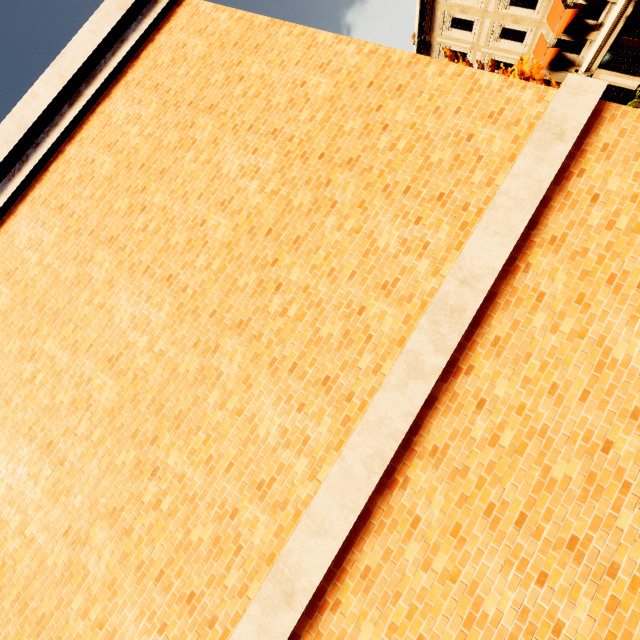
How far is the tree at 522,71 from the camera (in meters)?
15.37

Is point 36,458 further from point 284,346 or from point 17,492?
point 284,346

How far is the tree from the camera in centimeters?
1537cm
